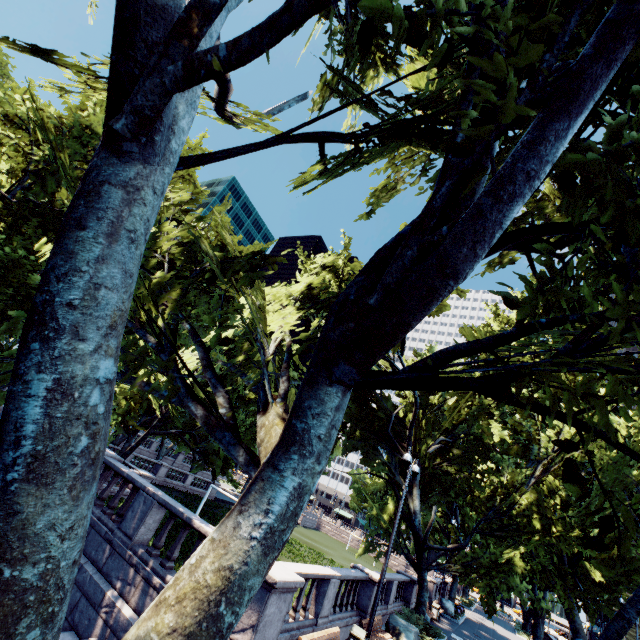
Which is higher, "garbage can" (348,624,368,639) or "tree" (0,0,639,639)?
"tree" (0,0,639,639)

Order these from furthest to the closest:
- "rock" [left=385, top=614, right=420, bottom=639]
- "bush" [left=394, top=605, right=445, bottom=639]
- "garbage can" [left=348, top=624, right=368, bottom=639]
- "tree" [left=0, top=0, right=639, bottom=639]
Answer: "bush" [left=394, top=605, right=445, bottom=639] < "rock" [left=385, top=614, right=420, bottom=639] < "garbage can" [left=348, top=624, right=368, bottom=639] < "tree" [left=0, top=0, right=639, bottom=639]

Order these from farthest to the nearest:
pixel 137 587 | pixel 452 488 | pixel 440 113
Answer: pixel 452 488, pixel 137 587, pixel 440 113

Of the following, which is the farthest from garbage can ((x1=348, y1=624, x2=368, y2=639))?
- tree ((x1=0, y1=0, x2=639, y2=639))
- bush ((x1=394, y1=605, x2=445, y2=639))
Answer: bush ((x1=394, y1=605, x2=445, y2=639))

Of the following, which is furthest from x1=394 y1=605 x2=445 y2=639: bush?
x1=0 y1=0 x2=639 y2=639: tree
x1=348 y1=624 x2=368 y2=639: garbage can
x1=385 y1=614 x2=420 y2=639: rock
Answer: x1=348 y1=624 x2=368 y2=639: garbage can

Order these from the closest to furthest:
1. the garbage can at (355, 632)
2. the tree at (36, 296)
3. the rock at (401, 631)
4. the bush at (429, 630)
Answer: the tree at (36, 296), the garbage can at (355, 632), the rock at (401, 631), the bush at (429, 630)

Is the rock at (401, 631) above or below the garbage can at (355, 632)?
below
